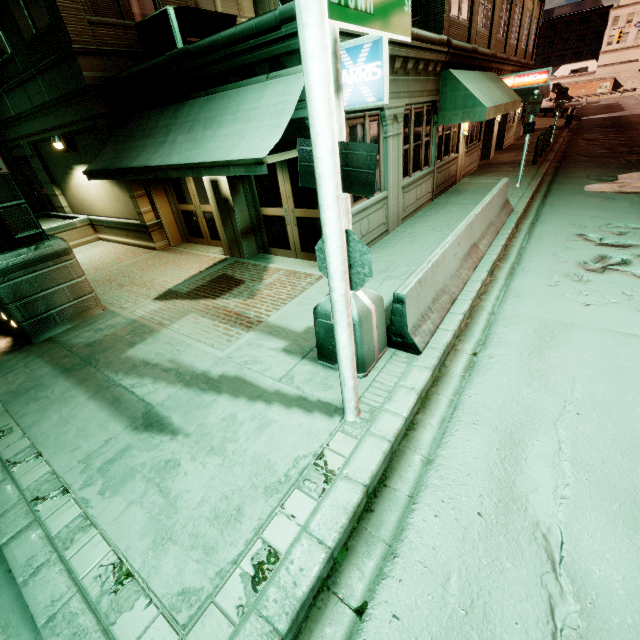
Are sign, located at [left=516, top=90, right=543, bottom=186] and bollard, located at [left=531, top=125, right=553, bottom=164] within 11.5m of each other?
yes

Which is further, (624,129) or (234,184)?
(624,129)

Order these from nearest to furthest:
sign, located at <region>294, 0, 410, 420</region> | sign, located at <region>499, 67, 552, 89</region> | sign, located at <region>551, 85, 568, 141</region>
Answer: sign, located at <region>294, 0, 410, 420</region>
sign, located at <region>499, 67, 552, 89</region>
sign, located at <region>551, 85, 568, 141</region>

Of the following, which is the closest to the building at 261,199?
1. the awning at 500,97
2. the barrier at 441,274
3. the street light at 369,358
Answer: the awning at 500,97

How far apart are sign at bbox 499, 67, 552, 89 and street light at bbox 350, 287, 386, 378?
17.73m

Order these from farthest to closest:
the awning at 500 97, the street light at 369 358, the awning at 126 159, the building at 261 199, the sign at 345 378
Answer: the awning at 500 97 < the building at 261 199 < the awning at 126 159 < the street light at 369 358 < the sign at 345 378

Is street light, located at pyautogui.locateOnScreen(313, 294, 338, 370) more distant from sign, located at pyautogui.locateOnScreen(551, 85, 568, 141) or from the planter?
sign, located at pyautogui.locateOnScreen(551, 85, 568, 141)

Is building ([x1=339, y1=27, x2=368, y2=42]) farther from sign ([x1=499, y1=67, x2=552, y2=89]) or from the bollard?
the bollard
